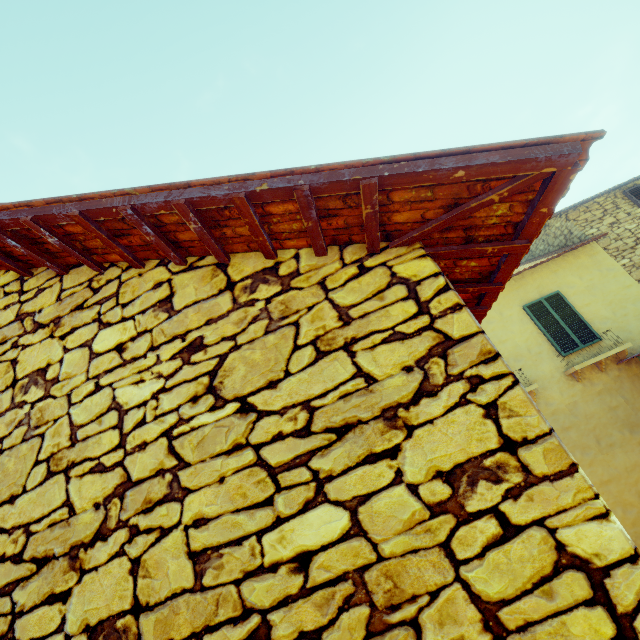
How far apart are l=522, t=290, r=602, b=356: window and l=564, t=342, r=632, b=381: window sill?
0.3m

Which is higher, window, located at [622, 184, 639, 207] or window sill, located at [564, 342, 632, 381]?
window, located at [622, 184, 639, 207]

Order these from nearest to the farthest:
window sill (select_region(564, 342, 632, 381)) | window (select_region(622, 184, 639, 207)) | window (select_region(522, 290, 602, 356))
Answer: window sill (select_region(564, 342, 632, 381)), window (select_region(522, 290, 602, 356)), window (select_region(622, 184, 639, 207))

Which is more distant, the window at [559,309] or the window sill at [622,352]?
the window at [559,309]

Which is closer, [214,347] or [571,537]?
[571,537]

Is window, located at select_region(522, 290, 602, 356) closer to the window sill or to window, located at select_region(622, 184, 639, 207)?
the window sill

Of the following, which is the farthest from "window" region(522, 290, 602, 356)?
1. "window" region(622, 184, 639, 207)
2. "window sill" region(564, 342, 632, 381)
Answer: "window" region(622, 184, 639, 207)

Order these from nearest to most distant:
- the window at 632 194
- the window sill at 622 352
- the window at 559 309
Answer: the window sill at 622 352 → the window at 559 309 → the window at 632 194
